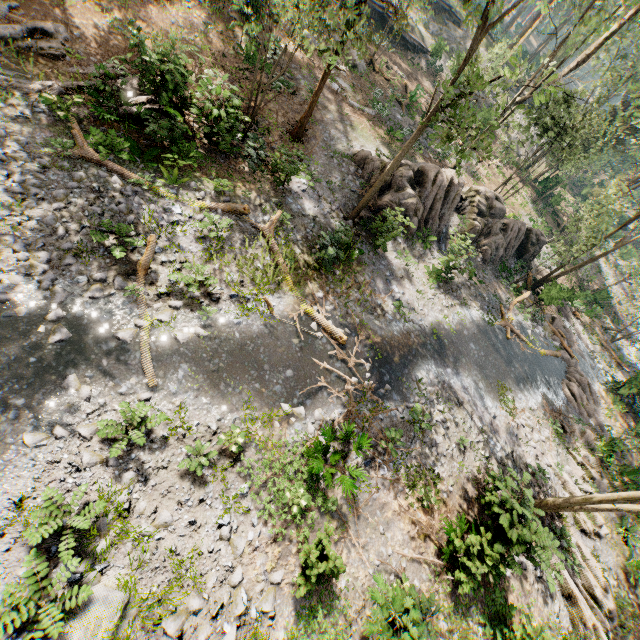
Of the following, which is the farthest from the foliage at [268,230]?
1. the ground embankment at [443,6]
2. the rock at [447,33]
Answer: the ground embankment at [443,6]

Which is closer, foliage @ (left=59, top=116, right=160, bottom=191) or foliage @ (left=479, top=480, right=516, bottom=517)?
foliage @ (left=479, top=480, right=516, bottom=517)

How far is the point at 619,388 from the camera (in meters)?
25.34

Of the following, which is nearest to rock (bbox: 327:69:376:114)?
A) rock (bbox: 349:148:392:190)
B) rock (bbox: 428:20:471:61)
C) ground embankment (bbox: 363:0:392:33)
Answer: rock (bbox: 349:148:392:190)

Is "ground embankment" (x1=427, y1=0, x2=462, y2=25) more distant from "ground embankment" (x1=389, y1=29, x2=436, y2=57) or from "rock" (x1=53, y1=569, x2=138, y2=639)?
"rock" (x1=53, y1=569, x2=138, y2=639)

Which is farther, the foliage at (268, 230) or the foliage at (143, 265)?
the foliage at (268, 230)

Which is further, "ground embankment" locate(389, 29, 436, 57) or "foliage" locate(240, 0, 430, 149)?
"ground embankment" locate(389, 29, 436, 57)

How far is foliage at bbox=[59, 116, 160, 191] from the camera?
11.0 meters
